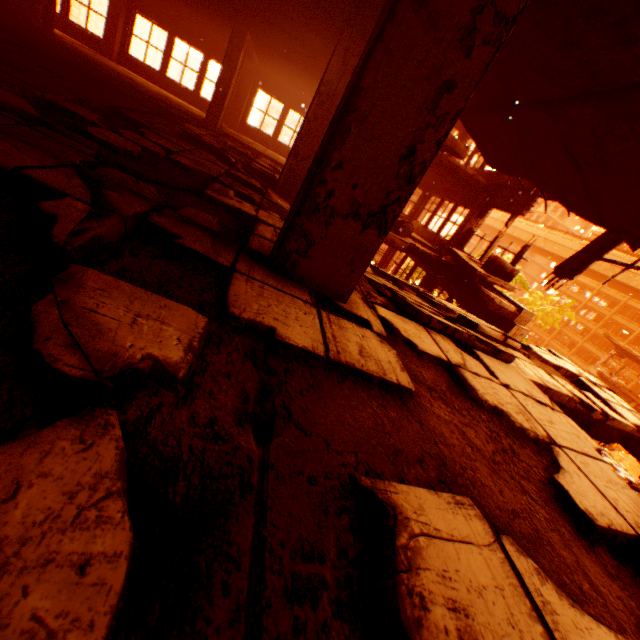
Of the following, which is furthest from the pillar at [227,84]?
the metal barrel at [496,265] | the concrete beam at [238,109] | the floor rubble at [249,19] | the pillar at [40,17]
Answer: the metal barrel at [496,265]

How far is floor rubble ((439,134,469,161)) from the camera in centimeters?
891cm

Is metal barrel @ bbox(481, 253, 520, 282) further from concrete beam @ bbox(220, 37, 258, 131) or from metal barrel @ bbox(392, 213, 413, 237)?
concrete beam @ bbox(220, 37, 258, 131)

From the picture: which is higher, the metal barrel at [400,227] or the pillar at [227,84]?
the pillar at [227,84]

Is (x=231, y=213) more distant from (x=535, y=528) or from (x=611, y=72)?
(x=611, y=72)

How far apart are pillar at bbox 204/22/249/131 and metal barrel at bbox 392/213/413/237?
6.31m

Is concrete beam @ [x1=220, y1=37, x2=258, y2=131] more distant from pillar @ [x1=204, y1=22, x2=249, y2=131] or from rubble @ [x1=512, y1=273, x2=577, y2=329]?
rubble @ [x1=512, y1=273, x2=577, y2=329]

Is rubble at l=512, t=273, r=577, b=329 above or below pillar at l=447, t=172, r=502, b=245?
below
